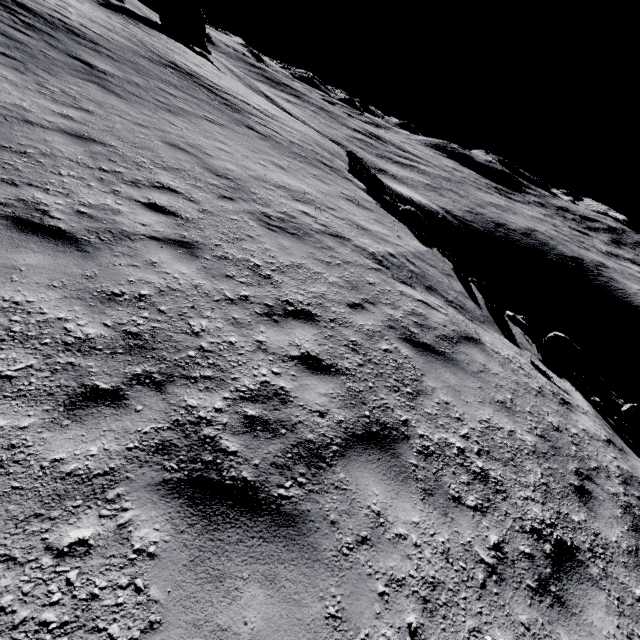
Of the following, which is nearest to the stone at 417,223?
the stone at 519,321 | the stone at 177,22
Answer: the stone at 519,321

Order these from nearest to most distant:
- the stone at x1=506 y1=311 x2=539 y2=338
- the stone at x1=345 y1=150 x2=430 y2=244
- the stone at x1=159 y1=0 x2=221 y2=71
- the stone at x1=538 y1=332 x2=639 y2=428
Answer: the stone at x1=538 y1=332 x2=639 y2=428 → the stone at x1=506 y1=311 x2=539 y2=338 → the stone at x1=345 y1=150 x2=430 y2=244 → the stone at x1=159 y1=0 x2=221 y2=71

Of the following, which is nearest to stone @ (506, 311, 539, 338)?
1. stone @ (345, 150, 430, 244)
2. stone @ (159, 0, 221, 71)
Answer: stone @ (345, 150, 430, 244)

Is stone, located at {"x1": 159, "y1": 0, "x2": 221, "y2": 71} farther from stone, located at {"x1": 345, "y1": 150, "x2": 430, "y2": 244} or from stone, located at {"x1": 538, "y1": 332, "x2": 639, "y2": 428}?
stone, located at {"x1": 538, "y1": 332, "x2": 639, "y2": 428}

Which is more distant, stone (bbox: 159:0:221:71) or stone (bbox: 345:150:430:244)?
stone (bbox: 159:0:221:71)

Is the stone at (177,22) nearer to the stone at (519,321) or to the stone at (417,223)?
the stone at (417,223)

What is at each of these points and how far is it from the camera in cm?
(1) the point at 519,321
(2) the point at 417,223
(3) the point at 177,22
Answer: (1) stone, 886
(2) stone, 1443
(3) stone, 4375

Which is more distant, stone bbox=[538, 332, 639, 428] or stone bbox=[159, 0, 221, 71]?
stone bbox=[159, 0, 221, 71]
